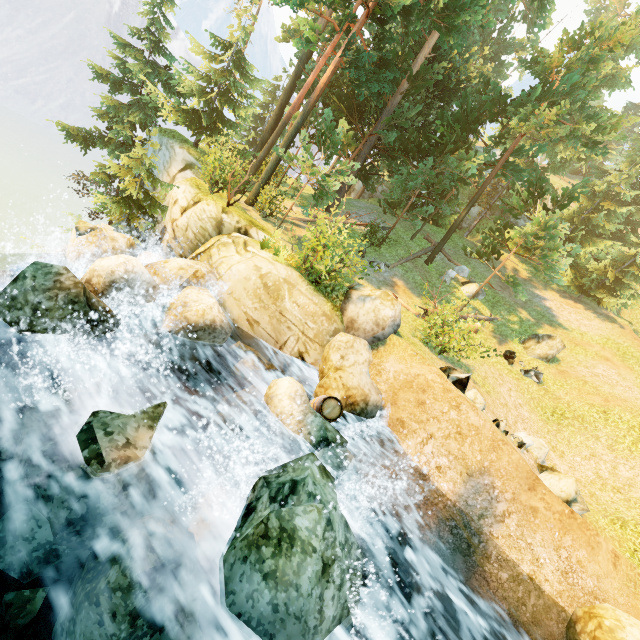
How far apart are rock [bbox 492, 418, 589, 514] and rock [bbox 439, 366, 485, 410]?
4.26m

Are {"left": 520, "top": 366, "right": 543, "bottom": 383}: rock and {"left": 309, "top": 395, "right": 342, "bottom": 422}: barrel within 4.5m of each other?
no

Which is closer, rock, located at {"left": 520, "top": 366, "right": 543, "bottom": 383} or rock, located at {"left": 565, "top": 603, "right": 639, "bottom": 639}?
rock, located at {"left": 565, "top": 603, "right": 639, "bottom": 639}

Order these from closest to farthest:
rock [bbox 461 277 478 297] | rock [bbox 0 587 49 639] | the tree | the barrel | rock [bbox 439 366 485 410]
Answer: rock [bbox 0 587 49 639], the barrel, rock [bbox 439 366 485 410], the tree, rock [bbox 461 277 478 297]

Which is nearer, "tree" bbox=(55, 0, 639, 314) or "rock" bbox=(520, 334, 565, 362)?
"tree" bbox=(55, 0, 639, 314)

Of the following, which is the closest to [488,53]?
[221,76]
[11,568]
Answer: [221,76]

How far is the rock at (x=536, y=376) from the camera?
15.5m

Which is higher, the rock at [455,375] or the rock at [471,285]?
the rock at [471,285]
